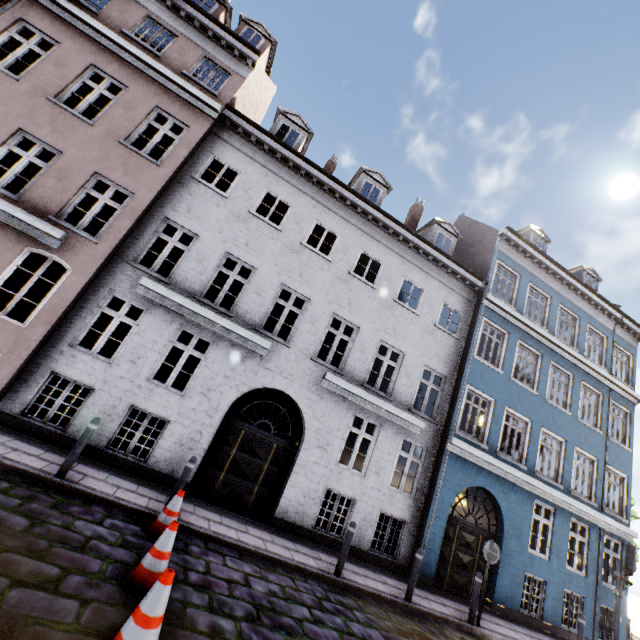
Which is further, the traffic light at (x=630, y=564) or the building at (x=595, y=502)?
the traffic light at (x=630, y=564)

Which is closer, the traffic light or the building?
the building

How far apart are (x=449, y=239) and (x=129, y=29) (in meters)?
13.93
